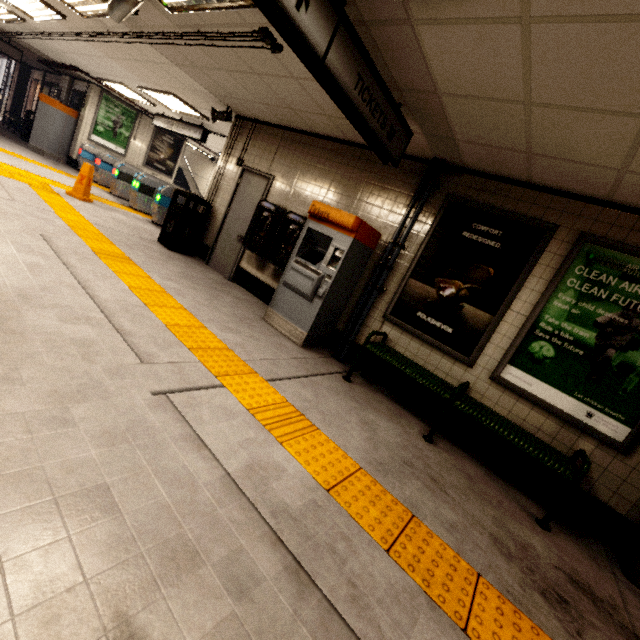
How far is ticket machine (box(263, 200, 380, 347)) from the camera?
4.2 meters

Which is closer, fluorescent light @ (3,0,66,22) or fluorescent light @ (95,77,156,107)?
fluorescent light @ (3,0,66,22)

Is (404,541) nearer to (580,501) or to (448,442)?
(448,442)

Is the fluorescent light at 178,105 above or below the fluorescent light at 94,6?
above

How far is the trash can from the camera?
6.26m

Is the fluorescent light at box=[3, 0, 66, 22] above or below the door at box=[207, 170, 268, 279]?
above

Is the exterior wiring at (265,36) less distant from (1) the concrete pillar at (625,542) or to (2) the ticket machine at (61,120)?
(2) the ticket machine at (61,120)

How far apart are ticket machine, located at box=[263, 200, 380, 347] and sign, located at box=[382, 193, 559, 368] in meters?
0.6
